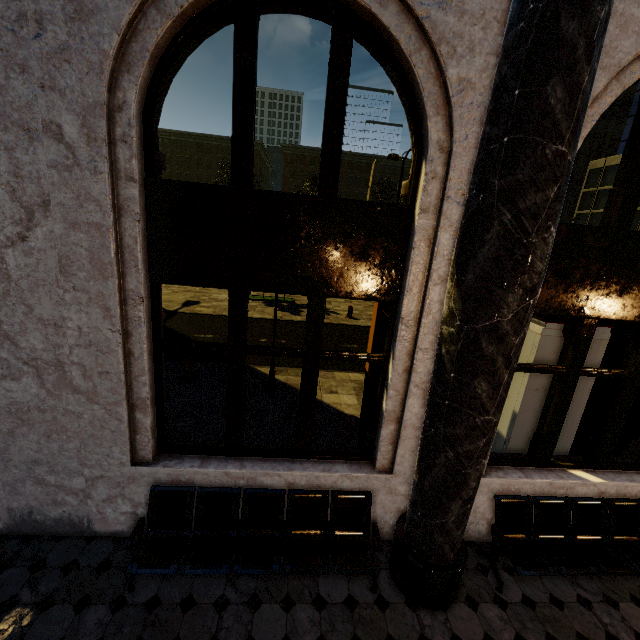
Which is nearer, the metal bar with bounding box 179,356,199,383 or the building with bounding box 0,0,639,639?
the building with bounding box 0,0,639,639

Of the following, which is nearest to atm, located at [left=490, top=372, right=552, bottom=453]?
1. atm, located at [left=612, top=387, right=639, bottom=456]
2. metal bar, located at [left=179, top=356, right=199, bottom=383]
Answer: atm, located at [left=612, top=387, right=639, bottom=456]

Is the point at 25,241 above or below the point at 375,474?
above

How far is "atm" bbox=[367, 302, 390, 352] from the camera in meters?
4.6 m

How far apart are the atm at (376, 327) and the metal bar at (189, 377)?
4.1m

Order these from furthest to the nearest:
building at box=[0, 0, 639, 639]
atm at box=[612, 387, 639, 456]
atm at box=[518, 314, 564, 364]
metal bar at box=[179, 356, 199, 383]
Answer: metal bar at box=[179, 356, 199, 383]
atm at box=[612, 387, 639, 456]
atm at box=[518, 314, 564, 364]
building at box=[0, 0, 639, 639]

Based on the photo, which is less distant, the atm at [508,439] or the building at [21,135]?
the building at [21,135]
